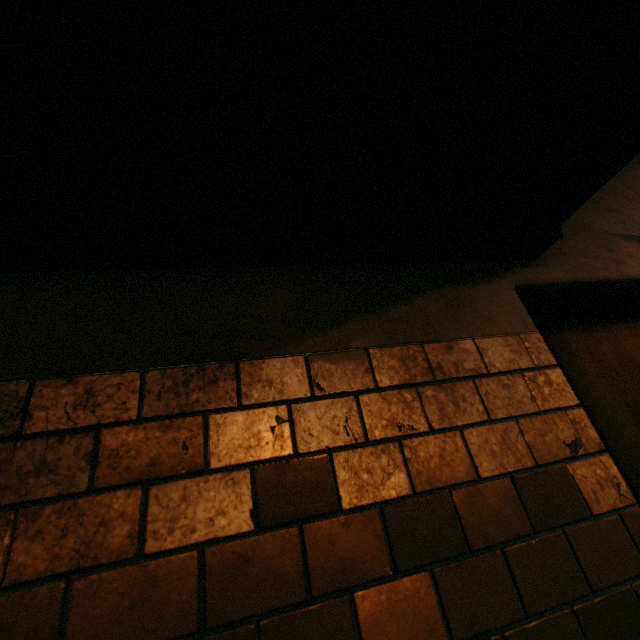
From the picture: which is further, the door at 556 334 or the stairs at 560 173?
the door at 556 334

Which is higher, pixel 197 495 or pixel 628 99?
pixel 628 99

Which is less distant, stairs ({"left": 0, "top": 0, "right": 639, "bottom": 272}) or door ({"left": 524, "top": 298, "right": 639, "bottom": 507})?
stairs ({"left": 0, "top": 0, "right": 639, "bottom": 272})

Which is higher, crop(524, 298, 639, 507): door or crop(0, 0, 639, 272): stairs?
crop(0, 0, 639, 272): stairs

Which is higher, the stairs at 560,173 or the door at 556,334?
the stairs at 560,173
